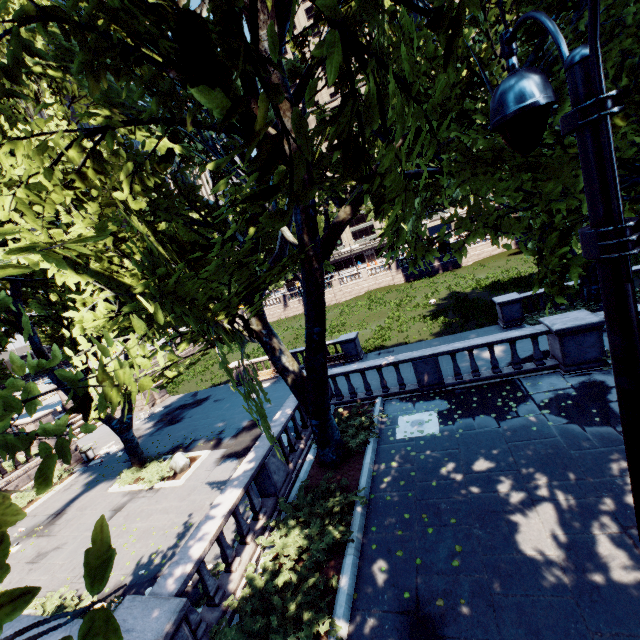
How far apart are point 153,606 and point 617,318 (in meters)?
7.73

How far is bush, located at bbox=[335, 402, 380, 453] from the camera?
10.57m

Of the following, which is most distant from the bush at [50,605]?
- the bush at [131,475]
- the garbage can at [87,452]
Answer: the garbage can at [87,452]

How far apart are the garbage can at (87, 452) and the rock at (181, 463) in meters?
9.0

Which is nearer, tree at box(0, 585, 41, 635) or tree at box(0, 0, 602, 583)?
tree at box(0, 585, 41, 635)

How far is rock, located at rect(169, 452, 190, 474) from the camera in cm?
1602

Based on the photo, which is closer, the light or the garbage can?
the light

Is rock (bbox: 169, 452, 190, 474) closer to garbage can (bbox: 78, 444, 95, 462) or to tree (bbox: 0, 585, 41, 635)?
tree (bbox: 0, 585, 41, 635)
